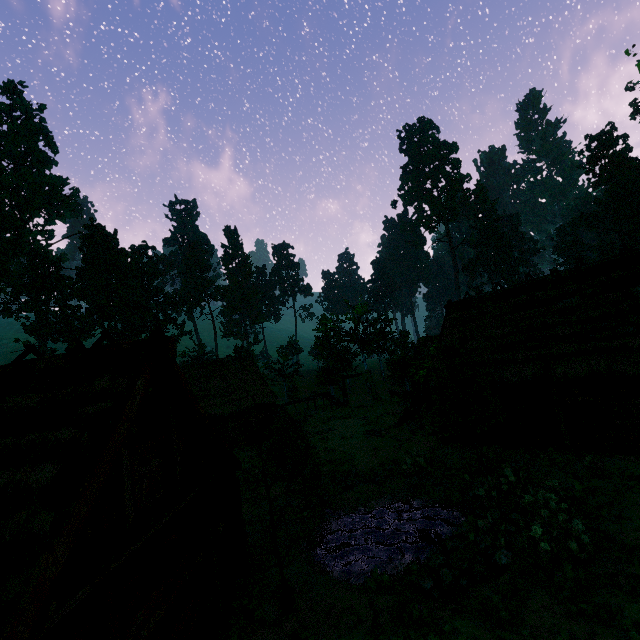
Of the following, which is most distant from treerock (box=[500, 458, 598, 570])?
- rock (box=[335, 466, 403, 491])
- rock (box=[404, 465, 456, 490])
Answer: rock (box=[335, 466, 403, 491])

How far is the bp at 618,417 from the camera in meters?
12.1

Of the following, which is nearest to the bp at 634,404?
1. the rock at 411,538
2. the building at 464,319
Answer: the building at 464,319

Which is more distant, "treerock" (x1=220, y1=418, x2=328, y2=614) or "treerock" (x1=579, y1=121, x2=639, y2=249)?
"treerock" (x1=579, y1=121, x2=639, y2=249)

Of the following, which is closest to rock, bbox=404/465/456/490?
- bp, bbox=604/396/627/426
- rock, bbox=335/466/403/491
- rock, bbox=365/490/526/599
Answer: rock, bbox=335/466/403/491

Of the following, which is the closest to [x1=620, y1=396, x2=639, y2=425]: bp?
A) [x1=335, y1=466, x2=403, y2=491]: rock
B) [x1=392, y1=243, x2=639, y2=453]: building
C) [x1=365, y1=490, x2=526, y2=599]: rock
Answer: [x1=392, y1=243, x2=639, y2=453]: building

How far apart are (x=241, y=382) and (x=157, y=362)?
21.88m

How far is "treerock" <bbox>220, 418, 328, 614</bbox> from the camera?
9.1m
